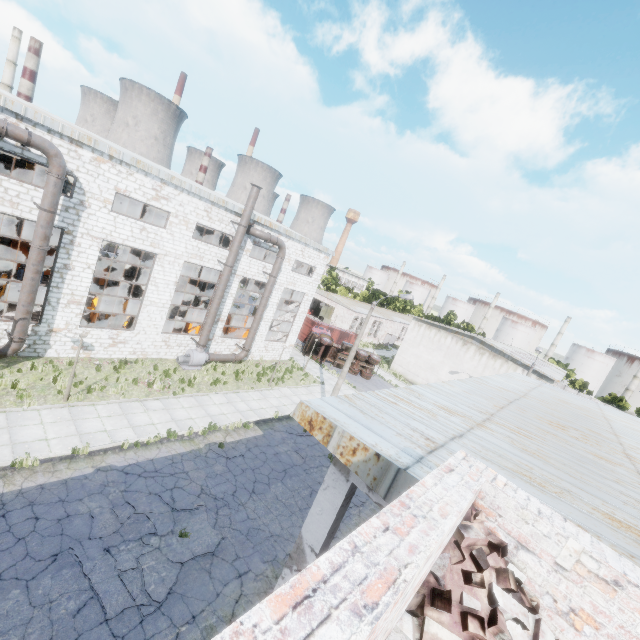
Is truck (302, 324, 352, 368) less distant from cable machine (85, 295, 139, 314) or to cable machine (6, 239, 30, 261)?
cable machine (85, 295, 139, 314)

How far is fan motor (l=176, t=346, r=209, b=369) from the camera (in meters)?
21.73

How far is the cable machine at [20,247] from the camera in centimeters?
2473cm

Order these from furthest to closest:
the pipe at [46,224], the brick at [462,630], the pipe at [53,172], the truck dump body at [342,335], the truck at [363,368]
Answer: the truck dump body at [342,335]
the truck at [363,368]
the pipe at [46,224]
the pipe at [53,172]
the brick at [462,630]

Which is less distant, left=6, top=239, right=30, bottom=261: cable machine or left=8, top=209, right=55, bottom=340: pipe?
left=8, top=209, right=55, bottom=340: pipe

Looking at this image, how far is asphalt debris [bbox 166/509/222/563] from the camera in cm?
1011

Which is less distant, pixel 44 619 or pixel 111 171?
pixel 44 619

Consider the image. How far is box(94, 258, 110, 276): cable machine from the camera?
29.1 meters
